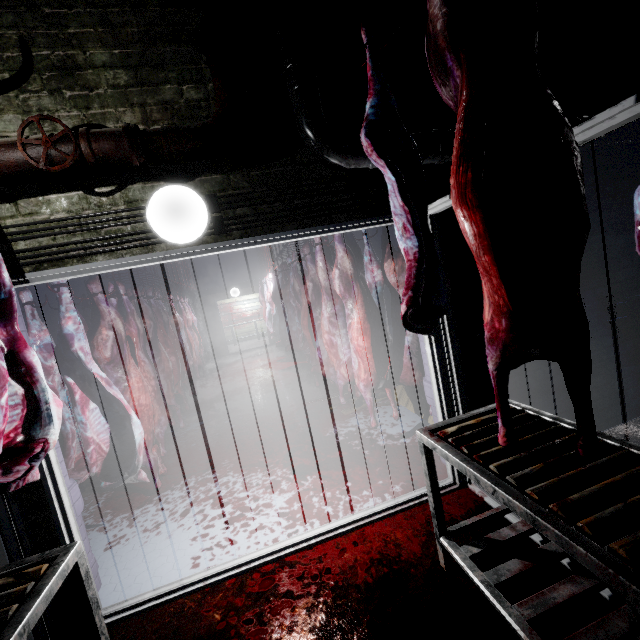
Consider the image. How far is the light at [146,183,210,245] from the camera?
1.7m

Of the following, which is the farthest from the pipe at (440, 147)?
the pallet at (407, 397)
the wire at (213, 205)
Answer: the pallet at (407, 397)

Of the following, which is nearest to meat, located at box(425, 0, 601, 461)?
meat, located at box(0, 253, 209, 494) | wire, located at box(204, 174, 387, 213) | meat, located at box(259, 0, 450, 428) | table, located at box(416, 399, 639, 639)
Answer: table, located at box(416, 399, 639, 639)

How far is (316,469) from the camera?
2.94m

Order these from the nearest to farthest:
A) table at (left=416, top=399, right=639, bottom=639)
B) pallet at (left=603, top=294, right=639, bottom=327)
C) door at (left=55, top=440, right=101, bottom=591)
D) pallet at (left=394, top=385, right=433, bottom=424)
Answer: table at (left=416, top=399, right=639, bottom=639), door at (left=55, top=440, right=101, bottom=591), pallet at (left=603, top=294, right=639, bottom=327), pallet at (left=394, top=385, right=433, bottom=424)

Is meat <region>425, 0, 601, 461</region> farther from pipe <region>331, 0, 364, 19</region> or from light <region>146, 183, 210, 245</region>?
light <region>146, 183, 210, 245</region>

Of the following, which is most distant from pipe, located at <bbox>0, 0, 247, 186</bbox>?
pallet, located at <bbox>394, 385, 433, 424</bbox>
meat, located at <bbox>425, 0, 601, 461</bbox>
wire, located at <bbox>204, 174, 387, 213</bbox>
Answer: pallet, located at <bbox>394, 385, 433, 424</bbox>

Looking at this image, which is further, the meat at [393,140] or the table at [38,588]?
the meat at [393,140]
